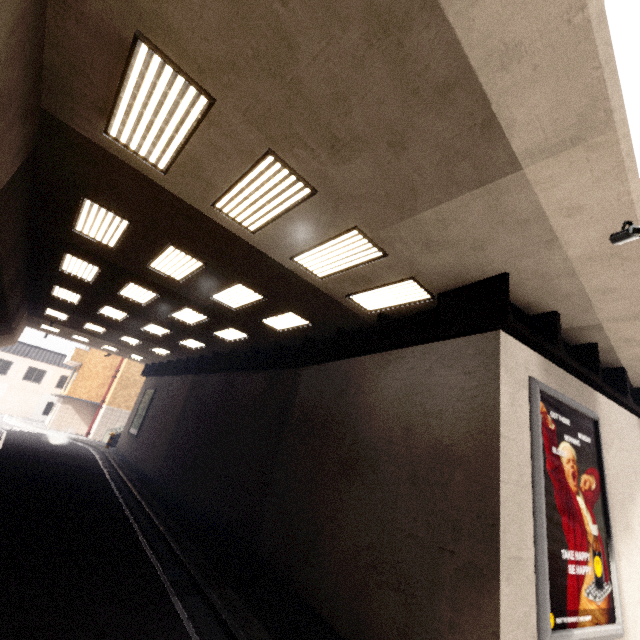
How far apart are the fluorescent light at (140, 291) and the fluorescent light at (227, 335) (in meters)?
2.91

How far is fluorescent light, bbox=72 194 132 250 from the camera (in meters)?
7.02

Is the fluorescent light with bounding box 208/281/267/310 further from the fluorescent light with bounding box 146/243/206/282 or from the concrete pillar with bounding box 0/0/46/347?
the concrete pillar with bounding box 0/0/46/347

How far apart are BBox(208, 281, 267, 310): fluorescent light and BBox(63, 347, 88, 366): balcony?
28.0m

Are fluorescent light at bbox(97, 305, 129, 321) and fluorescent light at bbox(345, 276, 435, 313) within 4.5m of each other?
no

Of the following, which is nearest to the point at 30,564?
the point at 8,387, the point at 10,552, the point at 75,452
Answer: the point at 10,552

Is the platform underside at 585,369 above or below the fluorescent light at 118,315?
below

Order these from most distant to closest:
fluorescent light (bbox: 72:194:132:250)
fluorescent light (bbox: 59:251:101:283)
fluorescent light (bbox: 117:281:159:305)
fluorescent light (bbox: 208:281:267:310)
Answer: fluorescent light (bbox: 117:281:159:305), fluorescent light (bbox: 59:251:101:283), fluorescent light (bbox: 208:281:267:310), fluorescent light (bbox: 72:194:132:250)
